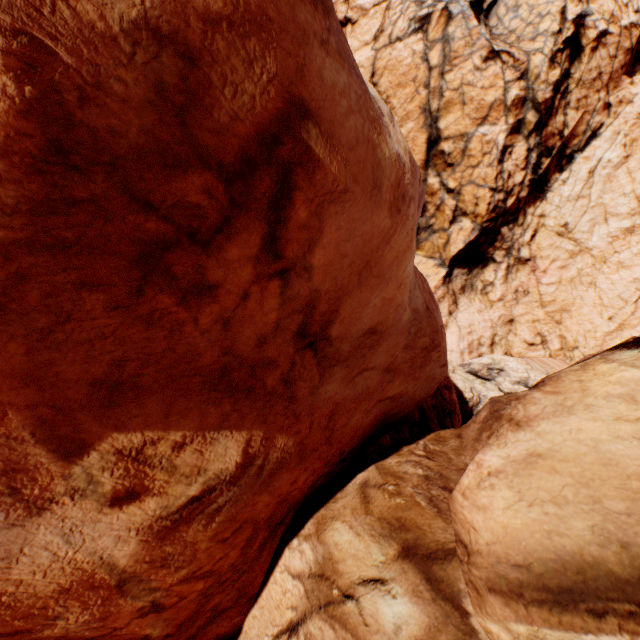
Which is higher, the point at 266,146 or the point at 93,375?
the point at 266,146
